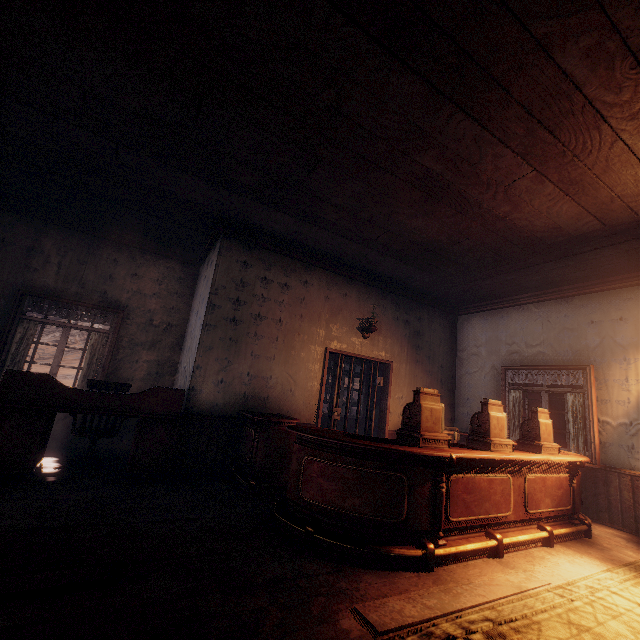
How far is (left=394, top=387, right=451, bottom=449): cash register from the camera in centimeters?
332cm

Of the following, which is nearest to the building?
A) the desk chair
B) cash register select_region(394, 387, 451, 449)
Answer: the desk chair

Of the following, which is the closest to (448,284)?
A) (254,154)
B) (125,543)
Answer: (254,154)

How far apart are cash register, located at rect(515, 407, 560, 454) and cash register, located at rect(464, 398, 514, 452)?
0.6 meters

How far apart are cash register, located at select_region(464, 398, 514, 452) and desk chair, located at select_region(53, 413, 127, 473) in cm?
478

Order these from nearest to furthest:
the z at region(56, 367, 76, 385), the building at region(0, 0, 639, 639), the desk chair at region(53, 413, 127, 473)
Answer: the building at region(0, 0, 639, 639)
the desk chair at region(53, 413, 127, 473)
the z at region(56, 367, 76, 385)

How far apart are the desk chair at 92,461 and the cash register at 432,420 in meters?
3.9 m

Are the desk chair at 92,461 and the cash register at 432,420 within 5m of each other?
yes
